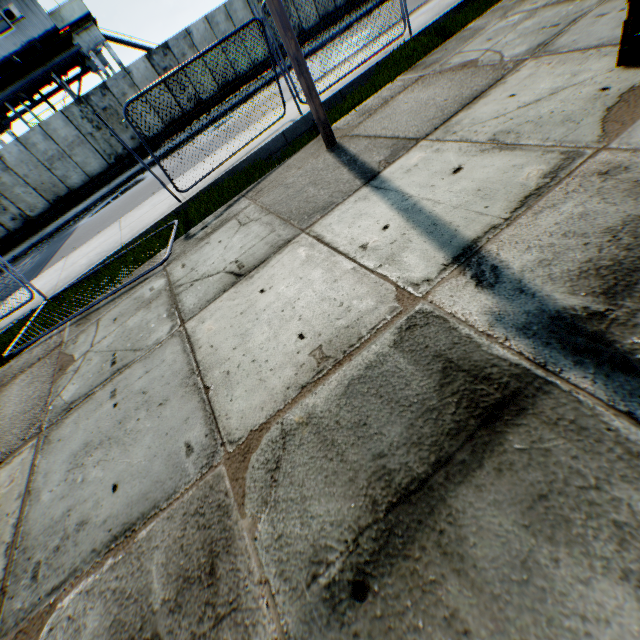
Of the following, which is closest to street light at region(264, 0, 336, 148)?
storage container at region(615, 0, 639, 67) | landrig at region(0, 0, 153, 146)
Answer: storage container at region(615, 0, 639, 67)

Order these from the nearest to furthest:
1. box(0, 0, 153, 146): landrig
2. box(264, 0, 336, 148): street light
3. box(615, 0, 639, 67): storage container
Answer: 1. box(615, 0, 639, 67): storage container
2. box(264, 0, 336, 148): street light
3. box(0, 0, 153, 146): landrig

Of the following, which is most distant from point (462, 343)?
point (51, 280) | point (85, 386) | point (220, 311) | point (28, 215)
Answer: point (28, 215)

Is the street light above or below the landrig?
below

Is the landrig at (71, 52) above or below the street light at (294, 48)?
above

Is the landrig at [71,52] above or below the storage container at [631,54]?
above
